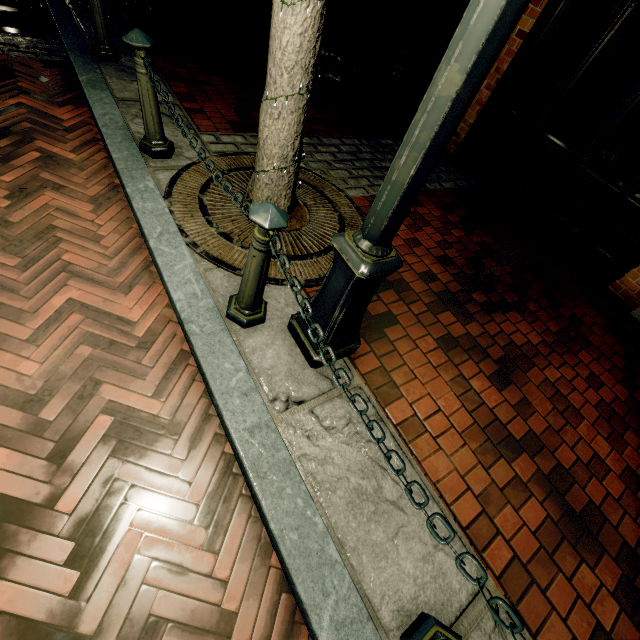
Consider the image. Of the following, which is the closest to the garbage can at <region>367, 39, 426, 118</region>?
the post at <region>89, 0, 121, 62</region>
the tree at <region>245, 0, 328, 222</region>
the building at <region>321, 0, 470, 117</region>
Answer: the building at <region>321, 0, 470, 117</region>

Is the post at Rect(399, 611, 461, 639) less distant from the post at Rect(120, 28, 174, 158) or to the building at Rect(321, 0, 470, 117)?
the post at Rect(120, 28, 174, 158)

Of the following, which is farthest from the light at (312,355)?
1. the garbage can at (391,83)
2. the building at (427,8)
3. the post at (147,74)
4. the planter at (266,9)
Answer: the planter at (266,9)

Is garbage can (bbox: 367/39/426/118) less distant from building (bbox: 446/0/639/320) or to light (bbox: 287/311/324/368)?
building (bbox: 446/0/639/320)

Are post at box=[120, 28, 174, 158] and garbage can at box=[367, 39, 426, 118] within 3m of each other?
no

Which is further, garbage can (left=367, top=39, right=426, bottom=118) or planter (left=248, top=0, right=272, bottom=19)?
planter (left=248, top=0, right=272, bottom=19)

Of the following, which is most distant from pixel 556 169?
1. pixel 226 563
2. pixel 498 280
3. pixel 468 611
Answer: pixel 226 563

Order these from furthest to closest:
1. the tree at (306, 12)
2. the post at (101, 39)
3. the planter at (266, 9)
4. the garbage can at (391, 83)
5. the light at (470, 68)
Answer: the planter at (266, 9) < the garbage can at (391, 83) < the post at (101, 39) < the tree at (306, 12) < the light at (470, 68)
